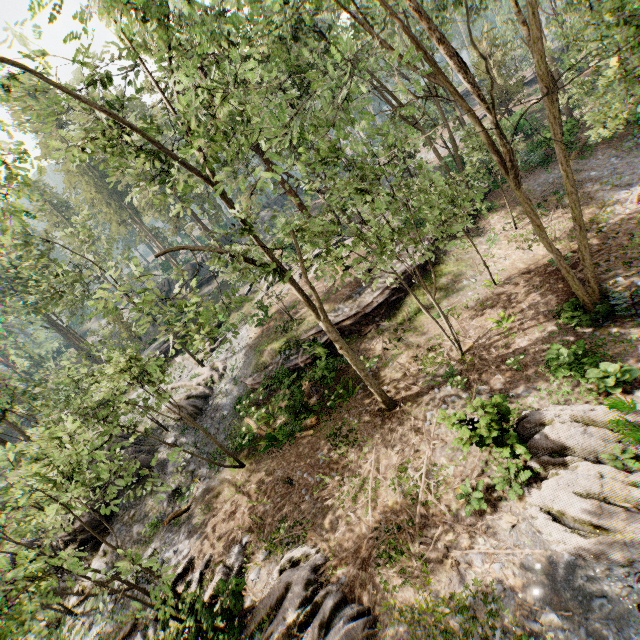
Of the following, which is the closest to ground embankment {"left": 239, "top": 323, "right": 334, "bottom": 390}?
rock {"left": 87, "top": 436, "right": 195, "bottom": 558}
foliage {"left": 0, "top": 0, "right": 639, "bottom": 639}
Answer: foliage {"left": 0, "top": 0, "right": 639, "bottom": 639}

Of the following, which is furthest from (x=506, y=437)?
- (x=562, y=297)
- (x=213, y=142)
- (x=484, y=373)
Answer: (x=213, y=142)

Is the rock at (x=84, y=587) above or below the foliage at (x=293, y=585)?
above

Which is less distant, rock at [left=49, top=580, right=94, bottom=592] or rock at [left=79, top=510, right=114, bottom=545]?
rock at [left=49, top=580, right=94, bottom=592]

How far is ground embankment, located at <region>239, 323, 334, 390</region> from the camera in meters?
16.7

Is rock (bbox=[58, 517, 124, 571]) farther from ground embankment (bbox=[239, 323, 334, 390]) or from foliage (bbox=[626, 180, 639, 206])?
ground embankment (bbox=[239, 323, 334, 390])

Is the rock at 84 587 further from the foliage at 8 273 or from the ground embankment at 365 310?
the ground embankment at 365 310
